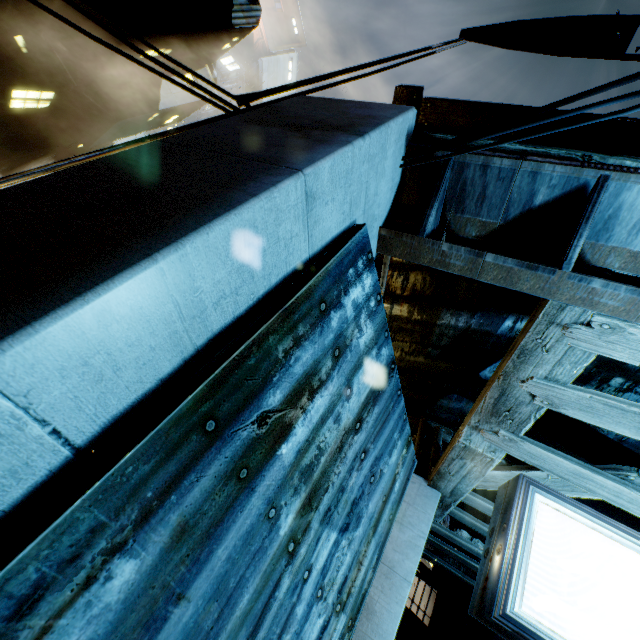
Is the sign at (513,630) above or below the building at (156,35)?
below

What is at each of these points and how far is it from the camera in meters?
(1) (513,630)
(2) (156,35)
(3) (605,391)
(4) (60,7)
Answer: (1) sign, 2.2 m
(2) building, 15.2 m
(3) building, 5.6 m
(4) building, 14.1 m

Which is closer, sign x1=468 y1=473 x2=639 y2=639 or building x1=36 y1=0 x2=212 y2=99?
sign x1=468 y1=473 x2=639 y2=639

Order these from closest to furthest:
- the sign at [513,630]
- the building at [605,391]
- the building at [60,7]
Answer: the building at [605,391] < the sign at [513,630] < the building at [60,7]

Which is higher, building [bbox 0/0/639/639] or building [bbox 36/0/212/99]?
building [bbox 36/0/212/99]

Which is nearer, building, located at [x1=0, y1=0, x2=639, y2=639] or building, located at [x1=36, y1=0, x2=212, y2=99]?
building, located at [x1=0, y1=0, x2=639, y2=639]
